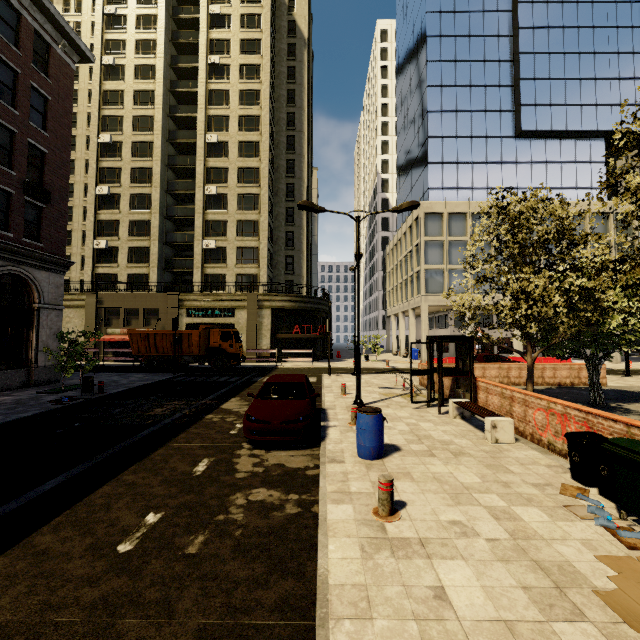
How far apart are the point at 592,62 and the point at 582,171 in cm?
Result: 1200

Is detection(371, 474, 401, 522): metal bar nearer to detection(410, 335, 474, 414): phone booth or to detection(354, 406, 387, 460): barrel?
detection(354, 406, 387, 460): barrel

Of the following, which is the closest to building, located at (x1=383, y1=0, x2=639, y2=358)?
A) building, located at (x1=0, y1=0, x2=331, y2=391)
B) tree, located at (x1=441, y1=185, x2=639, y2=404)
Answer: building, located at (x1=0, y1=0, x2=331, y2=391)

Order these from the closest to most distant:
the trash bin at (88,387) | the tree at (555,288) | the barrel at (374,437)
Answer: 1. the barrel at (374,437)
2. the tree at (555,288)
3. the trash bin at (88,387)

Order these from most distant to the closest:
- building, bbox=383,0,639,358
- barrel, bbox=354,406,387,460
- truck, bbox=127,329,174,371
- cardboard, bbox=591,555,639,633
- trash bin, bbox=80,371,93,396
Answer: building, bbox=383,0,639,358 < truck, bbox=127,329,174,371 < trash bin, bbox=80,371,93,396 < barrel, bbox=354,406,387,460 < cardboard, bbox=591,555,639,633

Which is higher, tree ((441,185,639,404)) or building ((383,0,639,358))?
building ((383,0,639,358))

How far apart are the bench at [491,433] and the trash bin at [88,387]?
14.7m

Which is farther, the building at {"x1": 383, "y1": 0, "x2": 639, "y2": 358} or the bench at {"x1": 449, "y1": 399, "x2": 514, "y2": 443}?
the building at {"x1": 383, "y1": 0, "x2": 639, "y2": 358}
